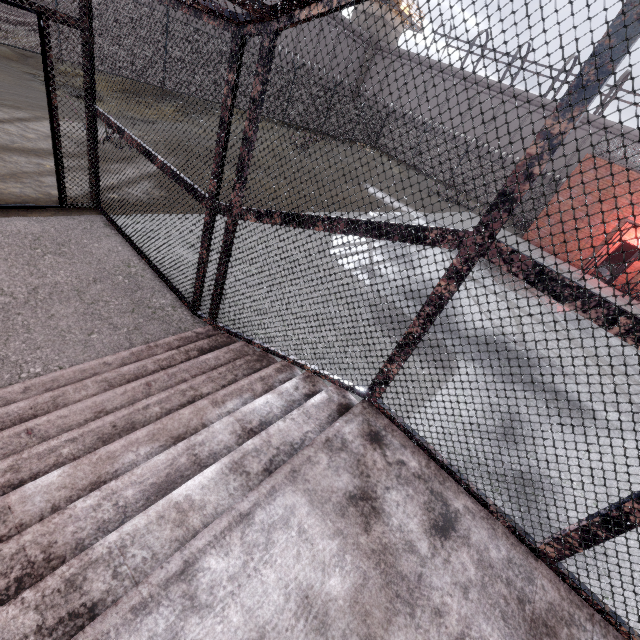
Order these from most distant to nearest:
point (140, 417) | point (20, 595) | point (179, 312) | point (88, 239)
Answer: point (88, 239), point (179, 312), point (140, 417), point (20, 595)

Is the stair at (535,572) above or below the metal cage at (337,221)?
below

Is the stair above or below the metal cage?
below
